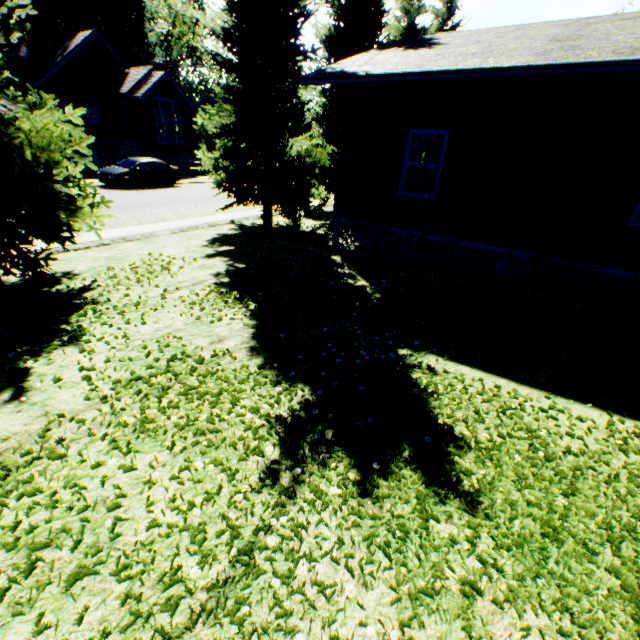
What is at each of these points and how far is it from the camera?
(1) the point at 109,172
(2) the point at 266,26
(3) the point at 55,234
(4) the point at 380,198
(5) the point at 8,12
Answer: (1) car, 19.2m
(2) tree, 9.0m
(3) tree, 6.6m
(4) house, 9.2m
(5) tree, 5.5m

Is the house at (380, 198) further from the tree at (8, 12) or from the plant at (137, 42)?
the plant at (137, 42)

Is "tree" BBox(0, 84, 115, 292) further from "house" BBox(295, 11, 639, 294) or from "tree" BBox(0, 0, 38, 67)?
"house" BBox(295, 11, 639, 294)

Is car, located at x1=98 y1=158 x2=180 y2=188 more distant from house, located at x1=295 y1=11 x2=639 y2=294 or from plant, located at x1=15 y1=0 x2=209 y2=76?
plant, located at x1=15 y1=0 x2=209 y2=76

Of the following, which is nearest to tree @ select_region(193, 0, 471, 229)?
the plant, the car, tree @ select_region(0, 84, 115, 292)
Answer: tree @ select_region(0, 84, 115, 292)

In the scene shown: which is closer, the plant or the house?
the house

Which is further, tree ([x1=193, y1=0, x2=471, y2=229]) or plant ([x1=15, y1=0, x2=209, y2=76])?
plant ([x1=15, y1=0, x2=209, y2=76])

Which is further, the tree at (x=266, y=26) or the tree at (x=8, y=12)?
the tree at (x=266, y=26)
